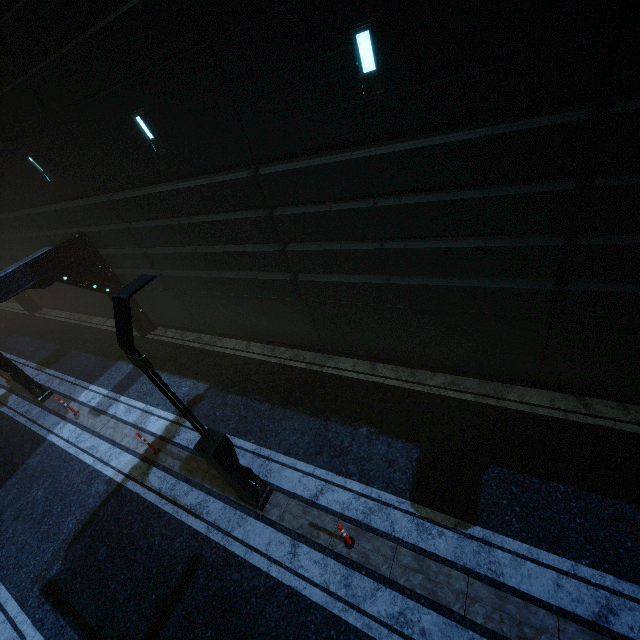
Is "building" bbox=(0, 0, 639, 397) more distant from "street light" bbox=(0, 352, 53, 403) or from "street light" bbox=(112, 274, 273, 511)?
"street light" bbox=(112, 274, 273, 511)

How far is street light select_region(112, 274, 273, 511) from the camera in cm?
446

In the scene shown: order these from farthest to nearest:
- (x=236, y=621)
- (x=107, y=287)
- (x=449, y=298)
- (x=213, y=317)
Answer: (x=107, y=287) < (x=213, y=317) < (x=449, y=298) < (x=236, y=621)

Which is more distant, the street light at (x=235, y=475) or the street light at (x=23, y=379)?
the street light at (x=23, y=379)

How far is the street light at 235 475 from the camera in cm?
446

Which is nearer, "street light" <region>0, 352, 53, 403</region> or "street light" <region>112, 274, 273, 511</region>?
"street light" <region>112, 274, 273, 511</region>

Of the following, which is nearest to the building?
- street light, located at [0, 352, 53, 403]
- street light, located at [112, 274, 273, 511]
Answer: street light, located at [0, 352, 53, 403]
